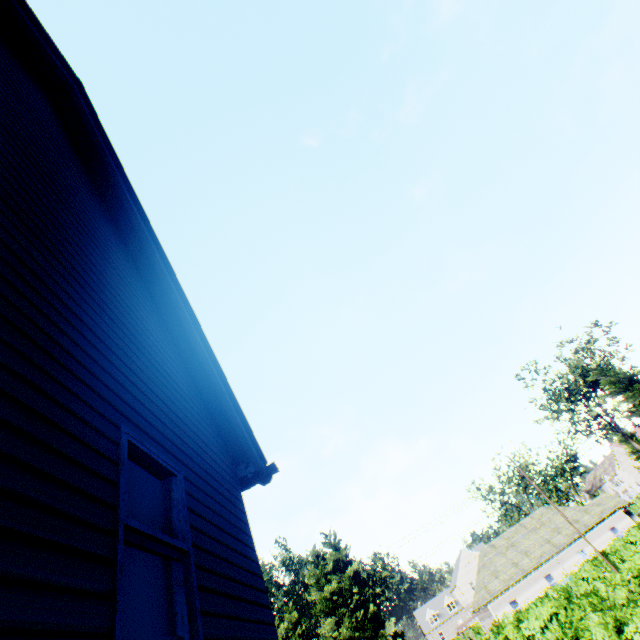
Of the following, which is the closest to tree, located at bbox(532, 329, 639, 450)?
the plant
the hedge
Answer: the hedge

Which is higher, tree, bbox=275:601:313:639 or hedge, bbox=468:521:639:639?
tree, bbox=275:601:313:639

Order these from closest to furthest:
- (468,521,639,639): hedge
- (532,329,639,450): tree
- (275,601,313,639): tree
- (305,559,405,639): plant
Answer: (468,521,639,639): hedge
(532,329,639,450): tree
(275,601,313,639): tree
(305,559,405,639): plant

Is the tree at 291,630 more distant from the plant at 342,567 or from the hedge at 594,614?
the plant at 342,567

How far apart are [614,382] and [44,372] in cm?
3137

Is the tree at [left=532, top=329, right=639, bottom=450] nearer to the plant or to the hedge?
the hedge
